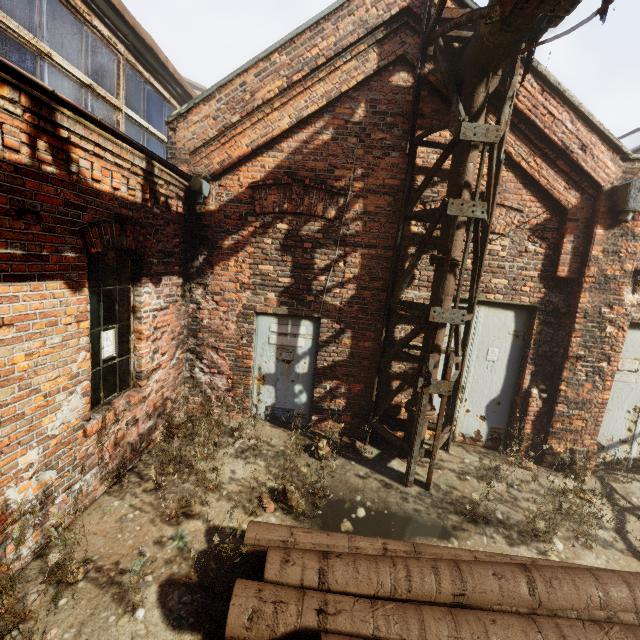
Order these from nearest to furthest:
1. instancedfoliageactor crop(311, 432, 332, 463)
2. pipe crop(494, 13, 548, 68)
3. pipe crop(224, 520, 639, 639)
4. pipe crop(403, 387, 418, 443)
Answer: pipe crop(224, 520, 639, 639), pipe crop(494, 13, 548, 68), instancedfoliageactor crop(311, 432, 332, 463), pipe crop(403, 387, 418, 443)

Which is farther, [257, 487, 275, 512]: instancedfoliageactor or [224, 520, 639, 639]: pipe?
[257, 487, 275, 512]: instancedfoliageactor

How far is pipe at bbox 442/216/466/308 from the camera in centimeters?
448cm

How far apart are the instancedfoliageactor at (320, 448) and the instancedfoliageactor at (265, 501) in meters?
0.9

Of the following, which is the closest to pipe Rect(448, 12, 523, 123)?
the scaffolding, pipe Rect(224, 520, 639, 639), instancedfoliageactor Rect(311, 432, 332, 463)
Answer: the scaffolding

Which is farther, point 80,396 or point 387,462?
point 387,462
